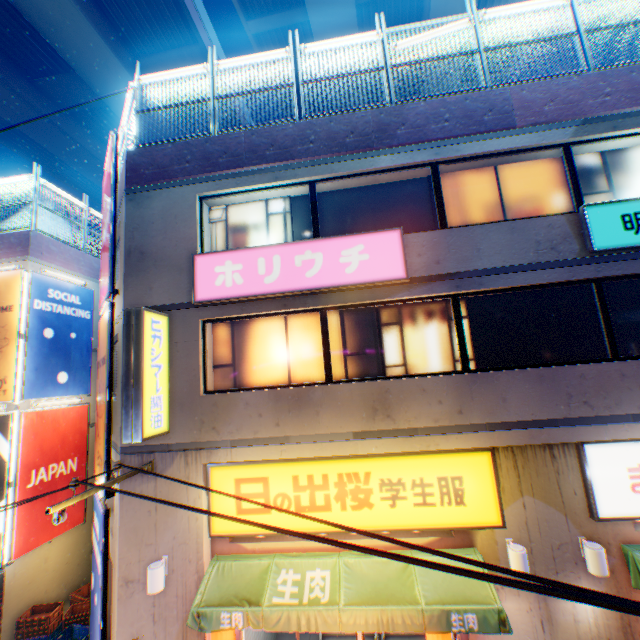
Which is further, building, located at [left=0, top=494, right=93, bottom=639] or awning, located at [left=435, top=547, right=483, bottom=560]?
building, located at [left=0, top=494, right=93, bottom=639]

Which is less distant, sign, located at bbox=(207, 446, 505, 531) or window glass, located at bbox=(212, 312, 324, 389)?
sign, located at bbox=(207, 446, 505, 531)

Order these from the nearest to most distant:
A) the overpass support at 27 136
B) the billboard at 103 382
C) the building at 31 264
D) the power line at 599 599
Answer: the power line at 599 599
the billboard at 103 382
the building at 31 264
the overpass support at 27 136

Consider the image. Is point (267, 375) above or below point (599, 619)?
above

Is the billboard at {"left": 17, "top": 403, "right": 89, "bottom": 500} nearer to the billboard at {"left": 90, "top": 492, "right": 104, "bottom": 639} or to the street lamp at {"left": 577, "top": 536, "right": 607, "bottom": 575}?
the billboard at {"left": 90, "top": 492, "right": 104, "bottom": 639}

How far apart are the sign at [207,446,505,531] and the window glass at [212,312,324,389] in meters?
1.4

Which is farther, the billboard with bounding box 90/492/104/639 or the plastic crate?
the plastic crate

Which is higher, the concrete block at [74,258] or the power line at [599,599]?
the concrete block at [74,258]
